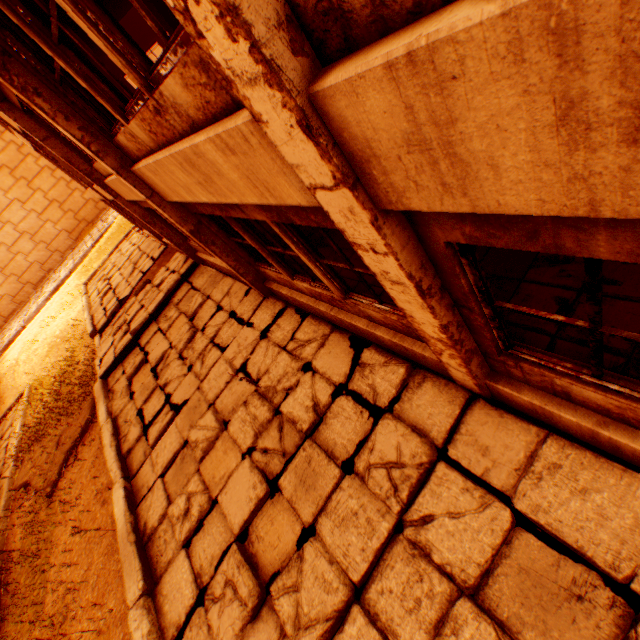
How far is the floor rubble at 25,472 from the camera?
9.6m

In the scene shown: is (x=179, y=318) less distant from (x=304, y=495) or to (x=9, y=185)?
(x=304, y=495)

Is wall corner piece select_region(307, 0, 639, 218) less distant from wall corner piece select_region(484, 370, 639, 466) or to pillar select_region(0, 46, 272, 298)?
wall corner piece select_region(484, 370, 639, 466)

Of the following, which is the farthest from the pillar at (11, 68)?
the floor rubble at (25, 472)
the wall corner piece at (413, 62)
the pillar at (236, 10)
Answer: the floor rubble at (25, 472)

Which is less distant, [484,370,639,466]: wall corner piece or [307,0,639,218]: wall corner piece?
[307,0,639,218]: wall corner piece

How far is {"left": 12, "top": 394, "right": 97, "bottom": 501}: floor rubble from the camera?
9.6 meters

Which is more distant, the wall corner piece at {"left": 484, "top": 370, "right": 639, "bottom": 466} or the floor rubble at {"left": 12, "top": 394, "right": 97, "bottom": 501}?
the floor rubble at {"left": 12, "top": 394, "right": 97, "bottom": 501}

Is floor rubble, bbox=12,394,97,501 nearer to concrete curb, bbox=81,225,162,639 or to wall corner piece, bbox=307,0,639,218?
concrete curb, bbox=81,225,162,639
